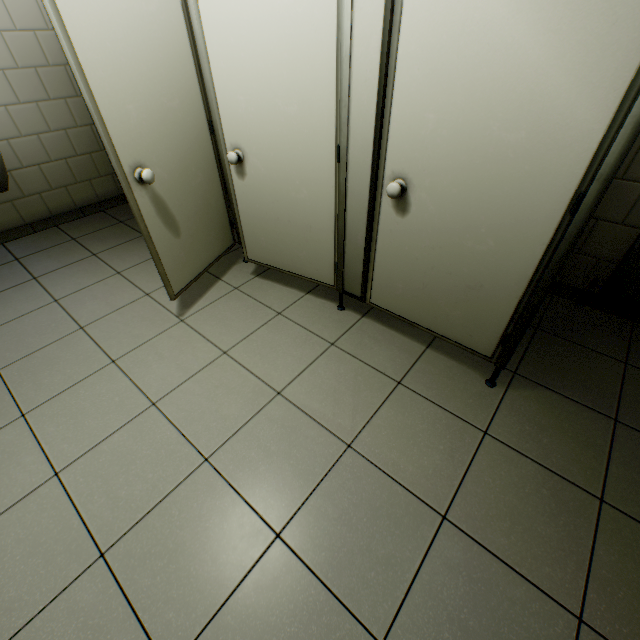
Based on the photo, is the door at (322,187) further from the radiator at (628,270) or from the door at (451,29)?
the radiator at (628,270)

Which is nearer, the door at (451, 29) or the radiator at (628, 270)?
the door at (451, 29)

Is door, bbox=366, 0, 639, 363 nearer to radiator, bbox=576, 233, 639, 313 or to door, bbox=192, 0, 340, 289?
door, bbox=192, 0, 340, 289

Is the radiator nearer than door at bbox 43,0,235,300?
No

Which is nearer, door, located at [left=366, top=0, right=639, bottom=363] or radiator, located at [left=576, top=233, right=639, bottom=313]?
door, located at [left=366, top=0, right=639, bottom=363]

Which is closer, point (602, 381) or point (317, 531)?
point (317, 531)
